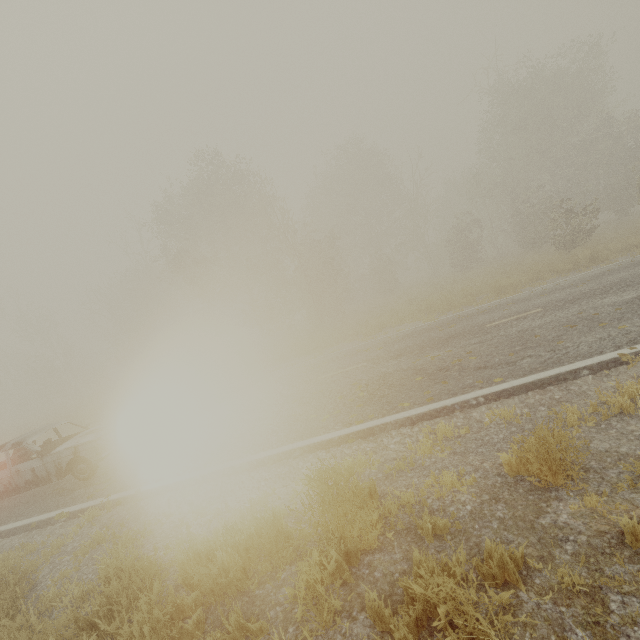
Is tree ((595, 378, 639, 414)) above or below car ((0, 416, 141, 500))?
below

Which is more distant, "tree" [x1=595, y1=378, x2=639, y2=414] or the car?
the car

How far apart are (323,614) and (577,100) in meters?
31.9

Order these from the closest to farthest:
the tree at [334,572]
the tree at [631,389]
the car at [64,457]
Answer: the tree at [334,572]
the tree at [631,389]
the car at [64,457]

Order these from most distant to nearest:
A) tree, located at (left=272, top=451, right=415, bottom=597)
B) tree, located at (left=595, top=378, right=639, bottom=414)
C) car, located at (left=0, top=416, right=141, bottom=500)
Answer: car, located at (left=0, top=416, right=141, bottom=500) → tree, located at (left=595, top=378, right=639, bottom=414) → tree, located at (left=272, top=451, right=415, bottom=597)

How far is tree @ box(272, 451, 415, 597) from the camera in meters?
3.0 m

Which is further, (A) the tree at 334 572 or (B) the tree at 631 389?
(B) the tree at 631 389
